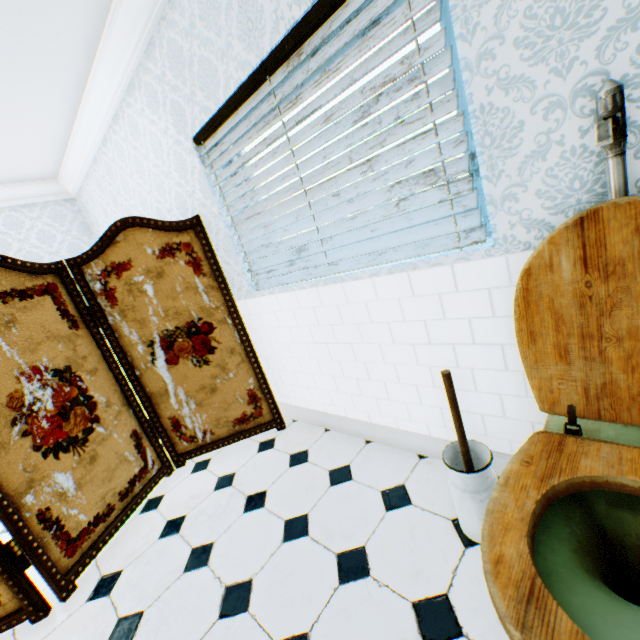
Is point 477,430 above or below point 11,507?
below

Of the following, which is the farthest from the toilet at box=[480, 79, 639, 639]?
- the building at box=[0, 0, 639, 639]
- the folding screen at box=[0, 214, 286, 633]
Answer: the folding screen at box=[0, 214, 286, 633]

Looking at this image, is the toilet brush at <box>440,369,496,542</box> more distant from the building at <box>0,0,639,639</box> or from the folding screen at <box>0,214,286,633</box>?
the folding screen at <box>0,214,286,633</box>

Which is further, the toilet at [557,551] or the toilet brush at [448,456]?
the toilet brush at [448,456]

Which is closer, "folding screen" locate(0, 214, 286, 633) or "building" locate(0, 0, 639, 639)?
"building" locate(0, 0, 639, 639)

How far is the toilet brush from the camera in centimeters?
130cm

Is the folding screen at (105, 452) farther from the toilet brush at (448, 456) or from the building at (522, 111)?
the toilet brush at (448, 456)

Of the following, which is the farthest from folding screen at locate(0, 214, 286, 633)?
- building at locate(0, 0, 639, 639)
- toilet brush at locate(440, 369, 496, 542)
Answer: toilet brush at locate(440, 369, 496, 542)
